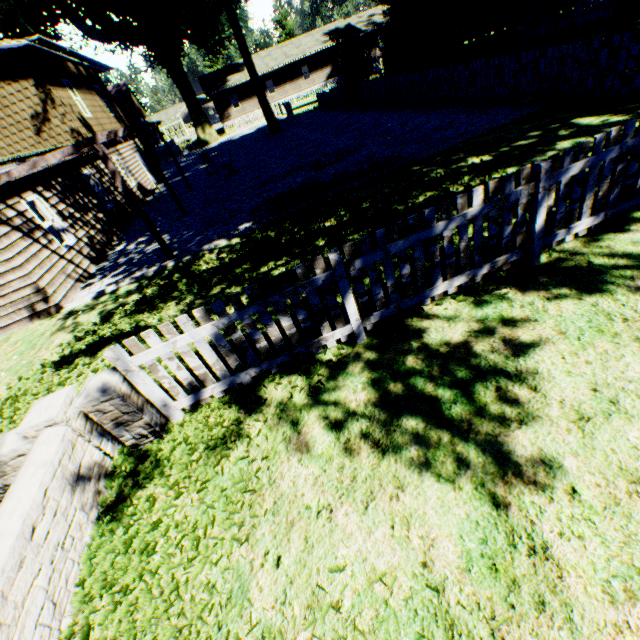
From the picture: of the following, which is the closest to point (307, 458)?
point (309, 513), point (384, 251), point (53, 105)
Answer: point (309, 513)

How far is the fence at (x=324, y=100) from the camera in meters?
23.4

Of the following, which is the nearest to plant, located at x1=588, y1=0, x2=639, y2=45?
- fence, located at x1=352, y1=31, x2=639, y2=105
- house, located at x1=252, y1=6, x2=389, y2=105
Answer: fence, located at x1=352, y1=31, x2=639, y2=105

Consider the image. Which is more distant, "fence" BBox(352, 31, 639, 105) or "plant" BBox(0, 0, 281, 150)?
"plant" BBox(0, 0, 281, 150)

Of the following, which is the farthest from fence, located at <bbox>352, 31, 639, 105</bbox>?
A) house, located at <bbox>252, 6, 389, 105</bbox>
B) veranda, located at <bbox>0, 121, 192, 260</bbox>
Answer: veranda, located at <bbox>0, 121, 192, 260</bbox>

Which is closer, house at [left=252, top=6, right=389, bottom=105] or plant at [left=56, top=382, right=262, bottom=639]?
plant at [left=56, top=382, right=262, bottom=639]

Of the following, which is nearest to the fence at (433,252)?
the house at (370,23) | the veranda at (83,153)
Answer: the house at (370,23)

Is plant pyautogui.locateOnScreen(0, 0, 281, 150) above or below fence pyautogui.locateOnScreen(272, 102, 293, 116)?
above
